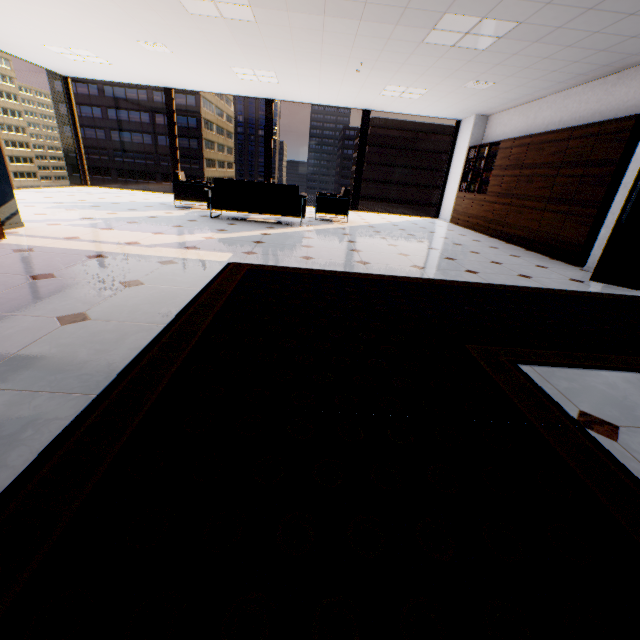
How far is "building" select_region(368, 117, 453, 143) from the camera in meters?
58.7

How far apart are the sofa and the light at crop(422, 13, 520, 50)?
2.94m

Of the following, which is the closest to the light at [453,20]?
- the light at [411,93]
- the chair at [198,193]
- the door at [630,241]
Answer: the door at [630,241]

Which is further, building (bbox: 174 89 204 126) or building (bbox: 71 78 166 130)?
building (bbox: 174 89 204 126)

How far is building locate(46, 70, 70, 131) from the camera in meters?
56.6 m

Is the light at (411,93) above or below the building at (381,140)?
below

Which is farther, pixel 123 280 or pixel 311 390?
pixel 123 280

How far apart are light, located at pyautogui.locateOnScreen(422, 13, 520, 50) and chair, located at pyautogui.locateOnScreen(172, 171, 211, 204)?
5.13m
